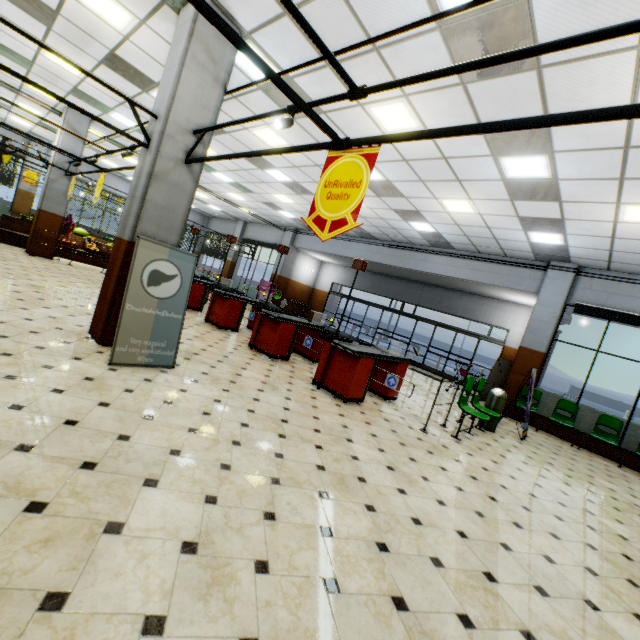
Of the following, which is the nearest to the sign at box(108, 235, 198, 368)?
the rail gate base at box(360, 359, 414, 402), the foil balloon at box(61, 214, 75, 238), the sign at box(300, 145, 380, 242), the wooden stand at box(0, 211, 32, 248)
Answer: the sign at box(300, 145, 380, 242)

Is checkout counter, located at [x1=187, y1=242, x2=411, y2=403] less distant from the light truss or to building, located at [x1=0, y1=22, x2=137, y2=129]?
building, located at [x1=0, y1=22, x2=137, y2=129]

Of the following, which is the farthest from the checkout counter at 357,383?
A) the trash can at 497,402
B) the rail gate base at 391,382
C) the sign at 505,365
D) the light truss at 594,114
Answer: the sign at 505,365

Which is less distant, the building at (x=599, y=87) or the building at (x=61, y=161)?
the building at (x=599, y=87)

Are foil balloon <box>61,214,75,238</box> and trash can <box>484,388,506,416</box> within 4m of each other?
no

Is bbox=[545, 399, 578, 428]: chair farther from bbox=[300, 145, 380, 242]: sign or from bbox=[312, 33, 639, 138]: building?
bbox=[300, 145, 380, 242]: sign

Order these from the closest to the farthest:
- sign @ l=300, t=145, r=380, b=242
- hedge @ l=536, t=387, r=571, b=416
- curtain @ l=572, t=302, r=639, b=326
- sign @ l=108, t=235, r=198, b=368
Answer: sign @ l=300, t=145, r=380, b=242 < sign @ l=108, t=235, r=198, b=368 < curtain @ l=572, t=302, r=639, b=326 < hedge @ l=536, t=387, r=571, b=416

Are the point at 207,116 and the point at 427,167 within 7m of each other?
yes
